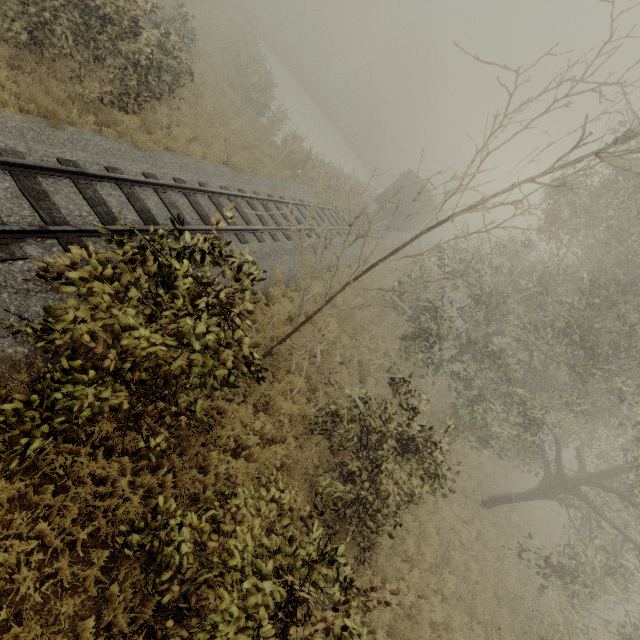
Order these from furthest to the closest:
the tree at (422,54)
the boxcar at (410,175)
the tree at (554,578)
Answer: the tree at (422,54), the boxcar at (410,175), the tree at (554,578)

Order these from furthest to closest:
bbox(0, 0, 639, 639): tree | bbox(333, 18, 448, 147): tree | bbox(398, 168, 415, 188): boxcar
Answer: bbox(333, 18, 448, 147): tree < bbox(398, 168, 415, 188): boxcar < bbox(0, 0, 639, 639): tree

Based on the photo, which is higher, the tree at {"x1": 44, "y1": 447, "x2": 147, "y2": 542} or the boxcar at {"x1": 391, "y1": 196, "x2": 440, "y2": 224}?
the boxcar at {"x1": 391, "y1": 196, "x2": 440, "y2": 224}

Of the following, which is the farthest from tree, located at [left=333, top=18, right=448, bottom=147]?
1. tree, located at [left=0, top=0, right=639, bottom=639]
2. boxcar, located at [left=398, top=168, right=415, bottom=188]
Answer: tree, located at [left=0, top=0, right=639, bottom=639]

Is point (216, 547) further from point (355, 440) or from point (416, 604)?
point (416, 604)

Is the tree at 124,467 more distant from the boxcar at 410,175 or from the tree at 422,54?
the tree at 422,54
